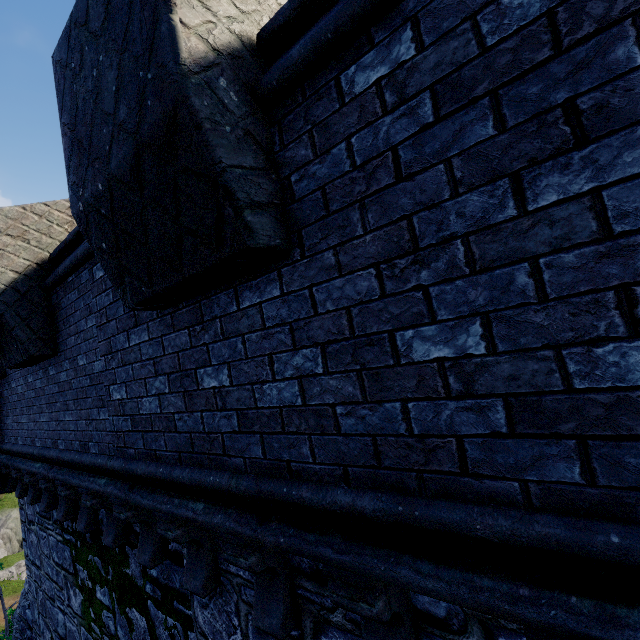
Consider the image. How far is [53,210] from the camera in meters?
4.3 m
